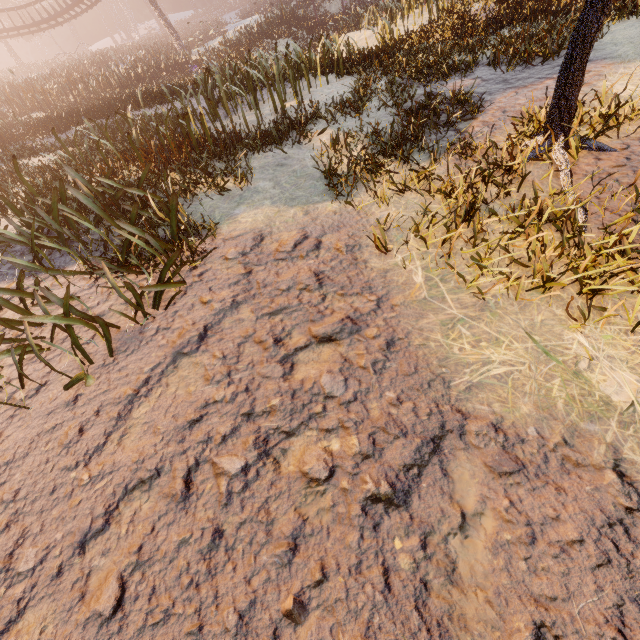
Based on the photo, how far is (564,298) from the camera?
2.7m
